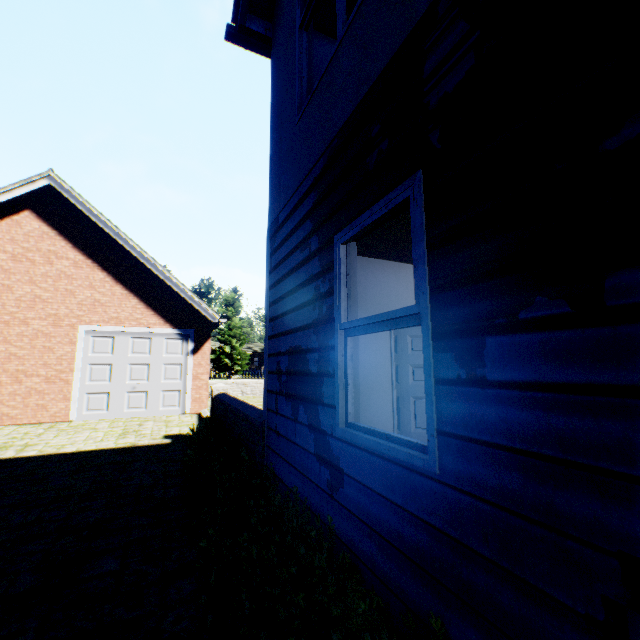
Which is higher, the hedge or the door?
the door

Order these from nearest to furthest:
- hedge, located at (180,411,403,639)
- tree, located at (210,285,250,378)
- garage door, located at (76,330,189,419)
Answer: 1. hedge, located at (180,411,403,639)
2. garage door, located at (76,330,189,419)
3. tree, located at (210,285,250,378)

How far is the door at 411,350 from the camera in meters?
5.5 m

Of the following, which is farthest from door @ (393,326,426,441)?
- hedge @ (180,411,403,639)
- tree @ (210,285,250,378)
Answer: tree @ (210,285,250,378)

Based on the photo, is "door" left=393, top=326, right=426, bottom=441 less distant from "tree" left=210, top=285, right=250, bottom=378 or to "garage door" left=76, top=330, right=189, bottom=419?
"garage door" left=76, top=330, right=189, bottom=419

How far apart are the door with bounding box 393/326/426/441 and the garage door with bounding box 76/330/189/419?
8.14m

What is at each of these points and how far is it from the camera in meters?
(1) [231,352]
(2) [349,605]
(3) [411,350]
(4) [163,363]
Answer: (1) tree, 35.5
(2) hedge, 2.0
(3) door, 5.7
(4) garage door, 11.3

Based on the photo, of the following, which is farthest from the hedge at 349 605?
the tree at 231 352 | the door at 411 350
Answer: the tree at 231 352
